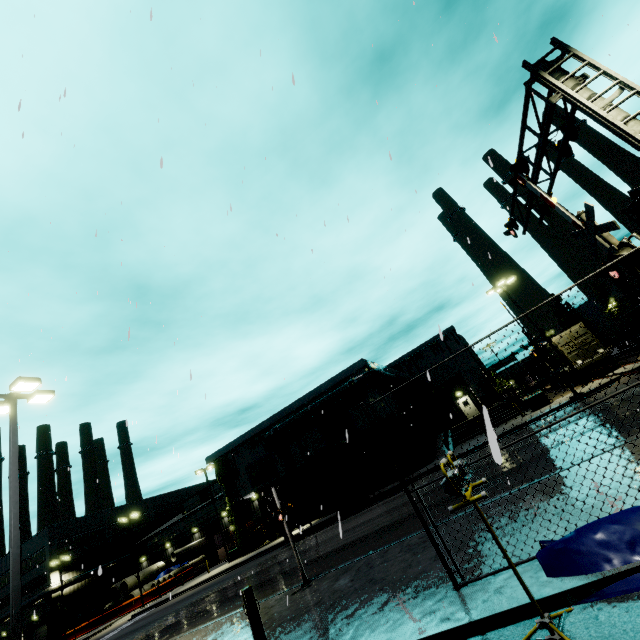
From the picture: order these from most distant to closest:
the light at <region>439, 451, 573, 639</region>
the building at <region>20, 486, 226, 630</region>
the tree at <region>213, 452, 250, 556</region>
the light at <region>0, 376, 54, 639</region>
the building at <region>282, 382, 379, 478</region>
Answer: the building at <region>20, 486, 226, 630</region> → the tree at <region>213, 452, 250, 556</region> → the building at <region>282, 382, 379, 478</region> → the light at <region>0, 376, 54, 639</region> → the light at <region>439, 451, 573, 639</region>

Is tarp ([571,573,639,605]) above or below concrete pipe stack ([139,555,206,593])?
below

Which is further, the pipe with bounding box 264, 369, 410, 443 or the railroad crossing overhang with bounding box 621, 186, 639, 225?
the pipe with bounding box 264, 369, 410, 443

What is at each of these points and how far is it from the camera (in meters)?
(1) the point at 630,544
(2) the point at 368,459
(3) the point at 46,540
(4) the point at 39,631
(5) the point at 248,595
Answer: (1) tarp, 3.67
(2) cargo container, 22.69
(3) building, 47.22
(4) roll-up door, 44.34
(5) post, 6.05

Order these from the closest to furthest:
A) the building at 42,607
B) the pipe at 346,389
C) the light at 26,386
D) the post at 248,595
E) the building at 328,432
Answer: the post at 248,595, the light at 26,386, the pipe at 346,389, the building at 328,432, the building at 42,607

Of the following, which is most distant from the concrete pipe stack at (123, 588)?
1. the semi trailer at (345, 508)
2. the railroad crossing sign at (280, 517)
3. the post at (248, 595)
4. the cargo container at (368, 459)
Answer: the post at (248, 595)

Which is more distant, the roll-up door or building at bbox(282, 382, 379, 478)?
the roll-up door

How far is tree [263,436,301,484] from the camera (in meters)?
32.47
